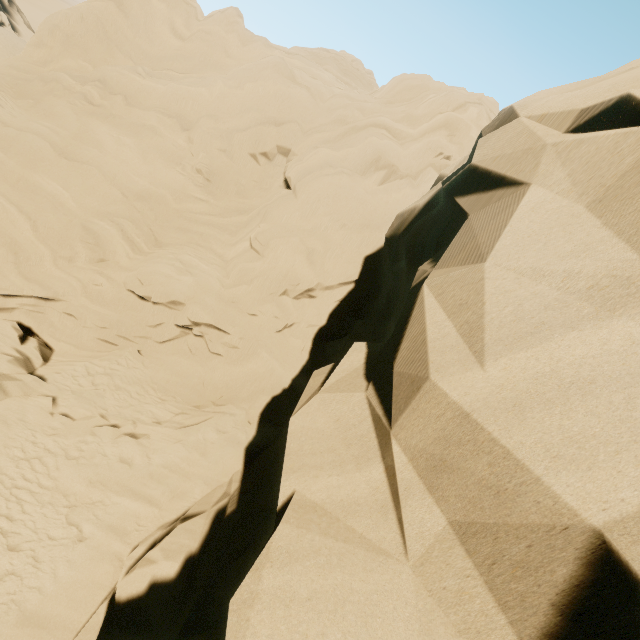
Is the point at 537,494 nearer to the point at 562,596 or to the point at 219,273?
the point at 562,596
